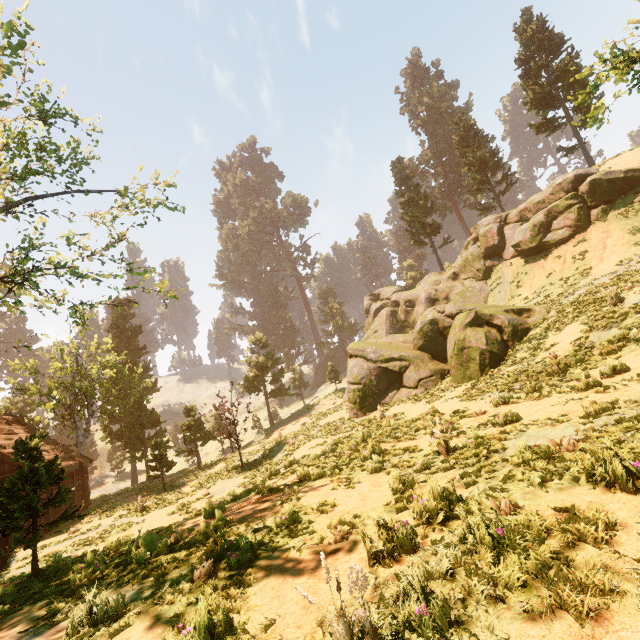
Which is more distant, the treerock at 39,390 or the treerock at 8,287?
the treerock at 8,287

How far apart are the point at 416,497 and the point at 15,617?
7.14m

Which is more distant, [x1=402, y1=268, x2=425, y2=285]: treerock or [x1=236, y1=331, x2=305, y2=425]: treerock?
[x1=402, y1=268, x2=425, y2=285]: treerock

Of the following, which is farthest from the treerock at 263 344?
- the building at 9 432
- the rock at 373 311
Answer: the rock at 373 311

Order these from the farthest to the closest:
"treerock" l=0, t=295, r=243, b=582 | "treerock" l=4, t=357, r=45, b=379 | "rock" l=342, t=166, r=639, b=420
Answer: "treerock" l=4, t=357, r=45, b=379 → "rock" l=342, t=166, r=639, b=420 → "treerock" l=0, t=295, r=243, b=582

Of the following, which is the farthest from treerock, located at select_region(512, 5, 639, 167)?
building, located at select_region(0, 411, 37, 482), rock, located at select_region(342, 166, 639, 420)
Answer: rock, located at select_region(342, 166, 639, 420)

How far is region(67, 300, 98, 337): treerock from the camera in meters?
12.2 m

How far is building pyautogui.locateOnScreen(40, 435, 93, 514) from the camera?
21.48m
